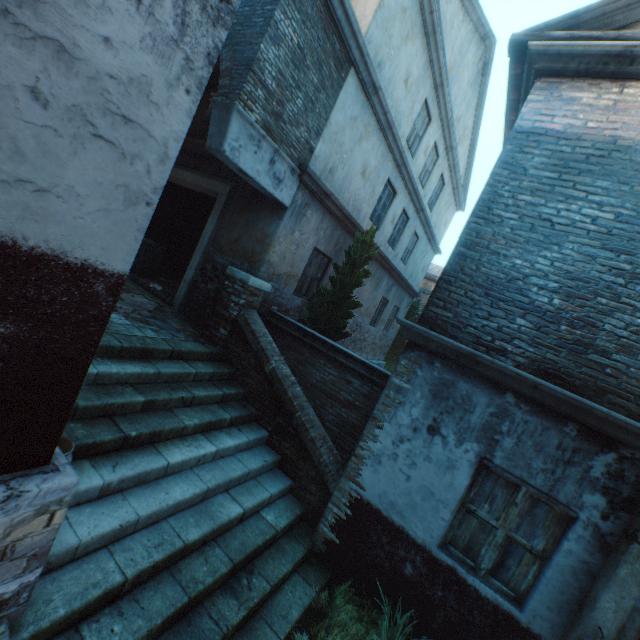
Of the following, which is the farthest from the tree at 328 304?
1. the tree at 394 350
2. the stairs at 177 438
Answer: the tree at 394 350

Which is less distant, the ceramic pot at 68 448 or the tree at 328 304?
the ceramic pot at 68 448

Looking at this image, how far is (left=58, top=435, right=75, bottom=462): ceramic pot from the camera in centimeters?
289cm

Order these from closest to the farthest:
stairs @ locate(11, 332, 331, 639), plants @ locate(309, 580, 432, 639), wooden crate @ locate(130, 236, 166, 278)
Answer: stairs @ locate(11, 332, 331, 639) < plants @ locate(309, 580, 432, 639) < wooden crate @ locate(130, 236, 166, 278)

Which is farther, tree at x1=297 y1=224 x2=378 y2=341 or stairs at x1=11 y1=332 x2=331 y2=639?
tree at x1=297 y1=224 x2=378 y2=341

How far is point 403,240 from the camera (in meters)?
12.52

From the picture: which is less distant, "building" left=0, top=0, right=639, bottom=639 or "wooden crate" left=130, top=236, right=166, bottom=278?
"building" left=0, top=0, right=639, bottom=639

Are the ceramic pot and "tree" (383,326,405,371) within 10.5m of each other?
no
